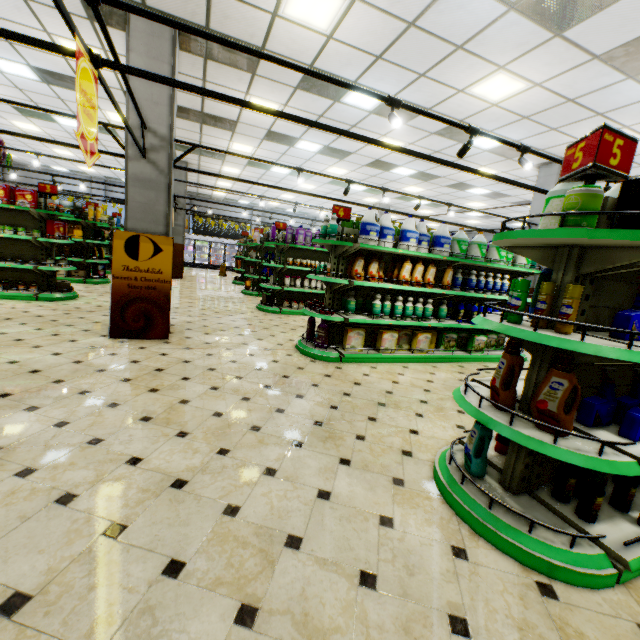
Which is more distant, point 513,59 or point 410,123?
point 410,123

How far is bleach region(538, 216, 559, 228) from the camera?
2.3m

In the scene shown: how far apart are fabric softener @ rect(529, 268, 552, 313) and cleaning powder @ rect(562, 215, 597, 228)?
0.6 meters

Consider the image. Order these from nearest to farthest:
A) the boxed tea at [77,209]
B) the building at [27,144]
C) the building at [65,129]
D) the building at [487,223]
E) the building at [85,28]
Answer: the building at [85,28], the boxed tea at [77,209], the building at [65,129], the building at [27,144], the building at [487,223]

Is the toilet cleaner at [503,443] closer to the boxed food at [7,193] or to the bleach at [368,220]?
the bleach at [368,220]

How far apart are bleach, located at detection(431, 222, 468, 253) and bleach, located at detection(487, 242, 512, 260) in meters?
1.1 m

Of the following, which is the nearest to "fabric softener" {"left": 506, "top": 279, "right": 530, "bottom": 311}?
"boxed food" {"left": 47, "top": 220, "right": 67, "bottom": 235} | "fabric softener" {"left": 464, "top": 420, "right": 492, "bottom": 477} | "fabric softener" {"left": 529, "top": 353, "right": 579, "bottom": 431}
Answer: "fabric softener" {"left": 529, "top": 353, "right": 579, "bottom": 431}

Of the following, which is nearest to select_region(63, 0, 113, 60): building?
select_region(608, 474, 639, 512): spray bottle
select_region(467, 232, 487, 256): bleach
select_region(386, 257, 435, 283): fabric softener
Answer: select_region(608, 474, 639, 512): spray bottle
